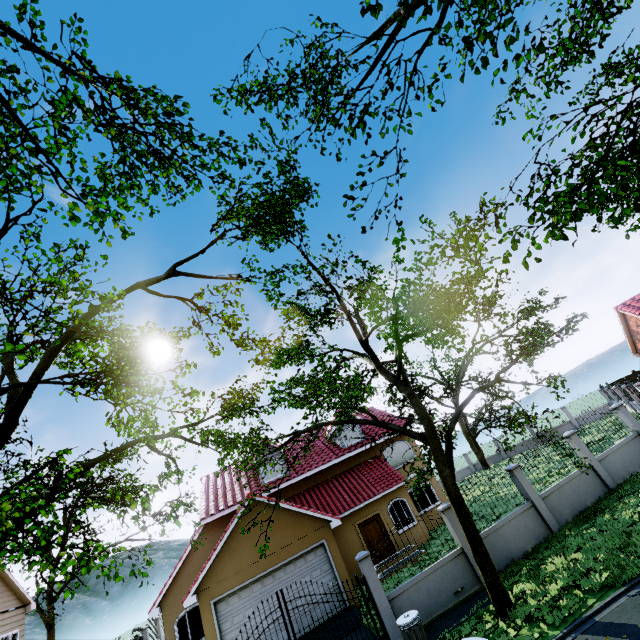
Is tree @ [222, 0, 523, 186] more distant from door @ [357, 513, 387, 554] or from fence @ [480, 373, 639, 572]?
door @ [357, 513, 387, 554]

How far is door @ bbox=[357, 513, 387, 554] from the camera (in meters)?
18.20

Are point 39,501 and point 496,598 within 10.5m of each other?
no

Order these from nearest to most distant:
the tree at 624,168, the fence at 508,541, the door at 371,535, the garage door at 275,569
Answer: the tree at 624,168
the fence at 508,541
the garage door at 275,569
the door at 371,535

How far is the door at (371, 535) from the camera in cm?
1820

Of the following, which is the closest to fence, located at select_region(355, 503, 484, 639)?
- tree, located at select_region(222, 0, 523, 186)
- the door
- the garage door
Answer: tree, located at select_region(222, 0, 523, 186)

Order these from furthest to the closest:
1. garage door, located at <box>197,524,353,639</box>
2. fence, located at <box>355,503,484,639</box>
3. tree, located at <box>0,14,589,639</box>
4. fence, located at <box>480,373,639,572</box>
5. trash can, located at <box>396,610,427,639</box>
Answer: garage door, located at <box>197,524,353,639</box>, fence, located at <box>480,373,639,572</box>, fence, located at <box>355,503,484,639</box>, trash can, located at <box>396,610,427,639</box>, tree, located at <box>0,14,589,639</box>
